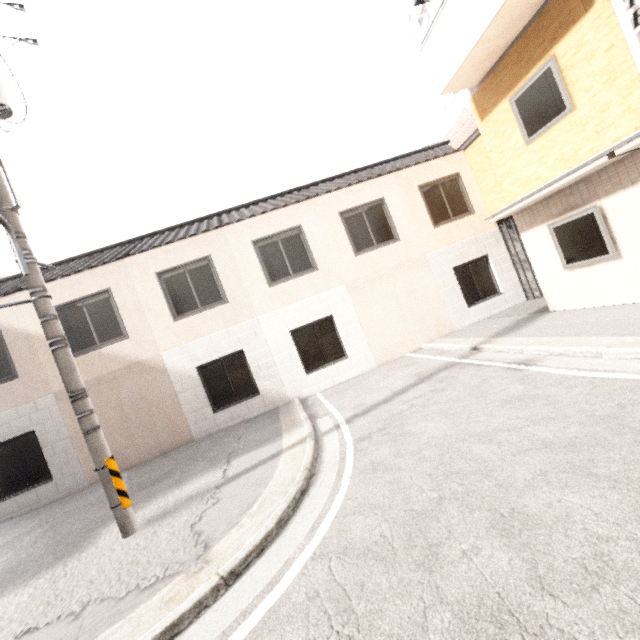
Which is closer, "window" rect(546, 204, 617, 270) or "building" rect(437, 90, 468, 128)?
"window" rect(546, 204, 617, 270)

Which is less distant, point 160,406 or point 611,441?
point 611,441

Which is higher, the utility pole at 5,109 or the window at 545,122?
the utility pole at 5,109

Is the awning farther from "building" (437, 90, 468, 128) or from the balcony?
"building" (437, 90, 468, 128)

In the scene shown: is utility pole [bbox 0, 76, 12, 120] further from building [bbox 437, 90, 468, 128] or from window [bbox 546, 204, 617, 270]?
building [bbox 437, 90, 468, 128]

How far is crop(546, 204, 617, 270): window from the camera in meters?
6.5

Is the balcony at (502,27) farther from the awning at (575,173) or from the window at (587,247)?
the window at (587,247)

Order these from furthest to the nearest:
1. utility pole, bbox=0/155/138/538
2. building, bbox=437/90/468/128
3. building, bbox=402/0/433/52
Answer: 1. building, bbox=402/0/433/52
2. building, bbox=437/90/468/128
3. utility pole, bbox=0/155/138/538
